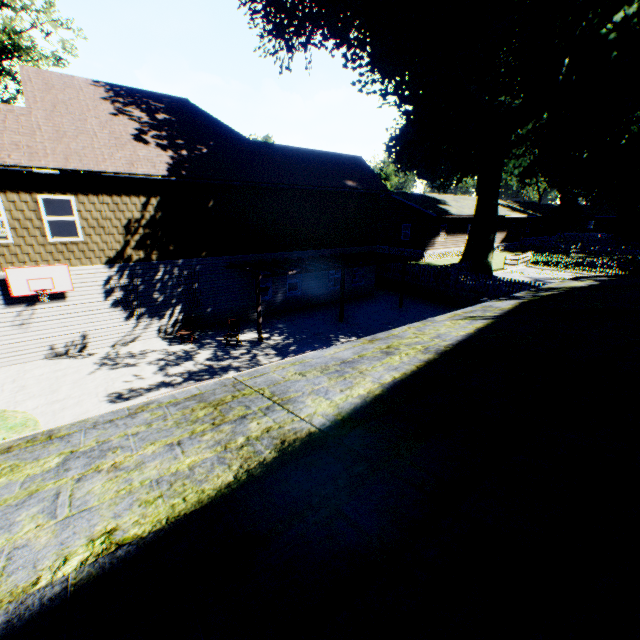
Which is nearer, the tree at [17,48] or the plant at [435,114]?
the plant at [435,114]

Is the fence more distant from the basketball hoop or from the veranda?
the basketball hoop

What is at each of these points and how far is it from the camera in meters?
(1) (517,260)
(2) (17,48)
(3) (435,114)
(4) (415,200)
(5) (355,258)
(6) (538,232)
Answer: (1) fence, 28.4
(2) tree, 29.1
(3) plant, 24.5
(4) house, 32.7
(5) veranda, 17.8
(6) house, 52.9

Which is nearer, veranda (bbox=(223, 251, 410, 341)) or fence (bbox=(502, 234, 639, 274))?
veranda (bbox=(223, 251, 410, 341))

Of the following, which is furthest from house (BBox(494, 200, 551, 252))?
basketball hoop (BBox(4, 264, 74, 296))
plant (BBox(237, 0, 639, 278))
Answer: basketball hoop (BBox(4, 264, 74, 296))

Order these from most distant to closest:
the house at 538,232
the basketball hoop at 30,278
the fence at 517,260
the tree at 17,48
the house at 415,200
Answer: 1. the house at 538,232
2. the house at 415,200
3. the fence at 517,260
4. the tree at 17,48
5. the basketball hoop at 30,278

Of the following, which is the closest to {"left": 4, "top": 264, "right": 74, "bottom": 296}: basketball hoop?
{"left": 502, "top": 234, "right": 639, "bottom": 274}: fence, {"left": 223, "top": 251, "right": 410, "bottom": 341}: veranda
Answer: {"left": 223, "top": 251, "right": 410, "bottom": 341}: veranda

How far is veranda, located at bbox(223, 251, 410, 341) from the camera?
14.04m
